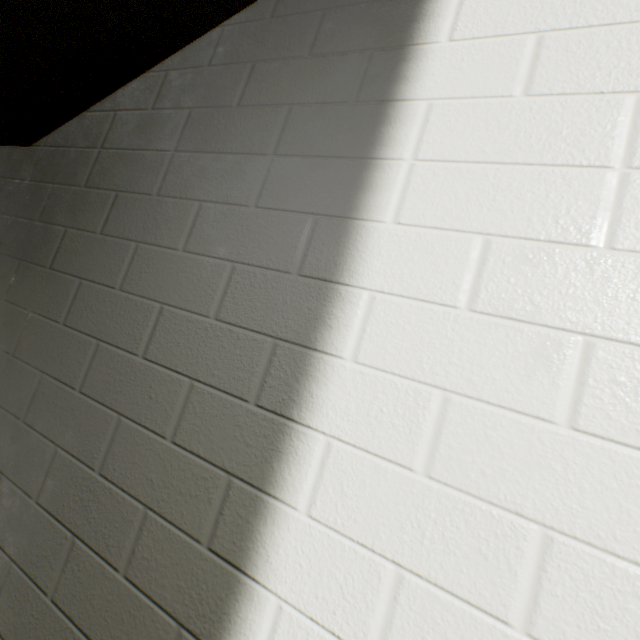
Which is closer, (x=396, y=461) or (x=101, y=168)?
(x=396, y=461)
